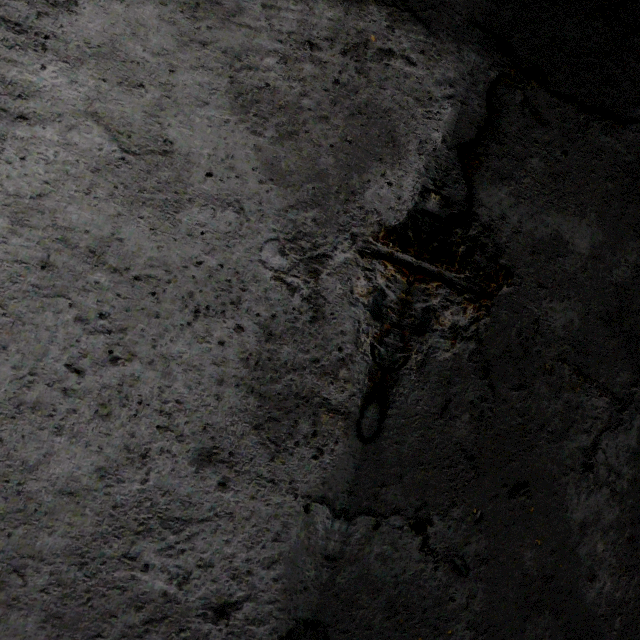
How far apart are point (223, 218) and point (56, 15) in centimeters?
108cm
